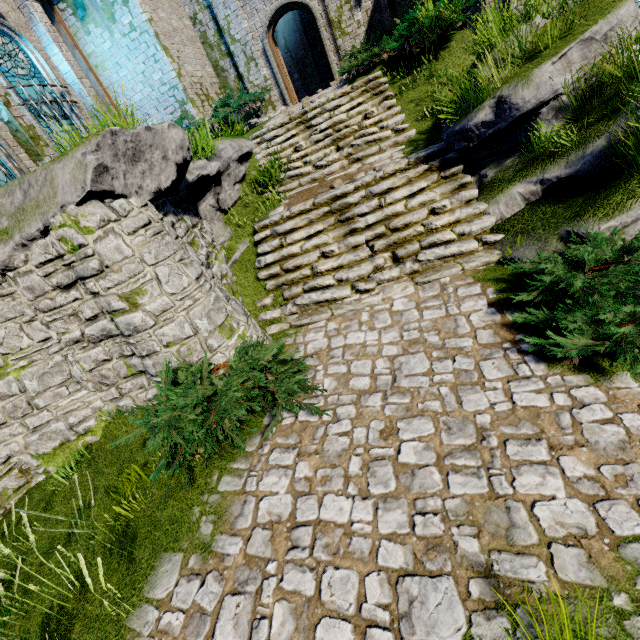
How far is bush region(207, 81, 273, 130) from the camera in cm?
1084

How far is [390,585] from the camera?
2.7m

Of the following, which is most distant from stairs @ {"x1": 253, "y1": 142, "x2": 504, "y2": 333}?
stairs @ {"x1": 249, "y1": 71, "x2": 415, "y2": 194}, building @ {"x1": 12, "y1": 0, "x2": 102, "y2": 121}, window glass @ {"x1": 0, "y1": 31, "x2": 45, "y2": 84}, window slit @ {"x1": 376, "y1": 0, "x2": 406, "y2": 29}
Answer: window slit @ {"x1": 376, "y1": 0, "x2": 406, "y2": 29}

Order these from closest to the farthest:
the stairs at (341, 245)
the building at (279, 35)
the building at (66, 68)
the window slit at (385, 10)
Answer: the stairs at (341, 245) < the building at (66, 68) < the window slit at (385, 10) < the building at (279, 35)

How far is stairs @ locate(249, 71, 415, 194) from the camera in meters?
8.4 m

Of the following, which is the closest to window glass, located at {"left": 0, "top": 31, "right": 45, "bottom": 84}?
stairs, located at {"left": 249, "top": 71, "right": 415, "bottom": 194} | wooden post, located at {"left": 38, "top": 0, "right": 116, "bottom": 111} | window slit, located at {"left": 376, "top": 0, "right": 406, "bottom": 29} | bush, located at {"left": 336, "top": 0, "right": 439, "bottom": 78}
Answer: wooden post, located at {"left": 38, "top": 0, "right": 116, "bottom": 111}

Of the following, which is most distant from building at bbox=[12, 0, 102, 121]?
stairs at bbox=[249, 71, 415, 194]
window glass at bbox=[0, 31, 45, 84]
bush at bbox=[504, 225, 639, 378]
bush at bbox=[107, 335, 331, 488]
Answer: bush at bbox=[504, 225, 639, 378]

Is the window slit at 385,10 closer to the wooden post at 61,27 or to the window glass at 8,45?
the wooden post at 61,27
